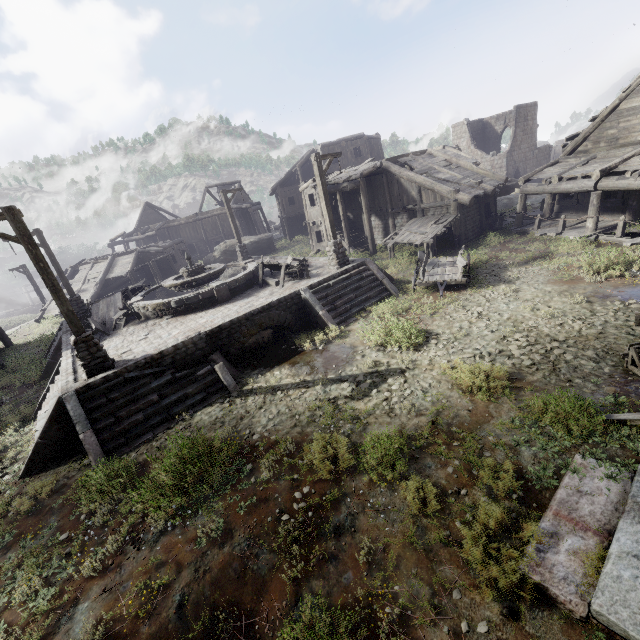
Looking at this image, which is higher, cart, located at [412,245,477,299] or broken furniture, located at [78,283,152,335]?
broken furniture, located at [78,283,152,335]

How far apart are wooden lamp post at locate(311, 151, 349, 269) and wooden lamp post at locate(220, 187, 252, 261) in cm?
908

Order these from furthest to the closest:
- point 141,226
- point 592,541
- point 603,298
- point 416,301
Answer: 1. point 141,226
2. point 416,301
3. point 603,298
4. point 592,541

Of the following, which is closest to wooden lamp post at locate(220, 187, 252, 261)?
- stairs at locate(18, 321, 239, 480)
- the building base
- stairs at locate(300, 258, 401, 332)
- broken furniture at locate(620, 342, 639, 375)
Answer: the building base

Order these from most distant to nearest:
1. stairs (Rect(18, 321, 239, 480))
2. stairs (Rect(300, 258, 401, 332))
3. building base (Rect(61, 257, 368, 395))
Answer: stairs (Rect(300, 258, 401, 332))
building base (Rect(61, 257, 368, 395))
stairs (Rect(18, 321, 239, 480))

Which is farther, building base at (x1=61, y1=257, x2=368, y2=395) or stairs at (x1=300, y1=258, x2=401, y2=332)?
stairs at (x1=300, y1=258, x2=401, y2=332)

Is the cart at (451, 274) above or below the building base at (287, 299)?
below

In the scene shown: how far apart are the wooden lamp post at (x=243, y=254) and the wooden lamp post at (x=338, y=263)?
9.1 meters
